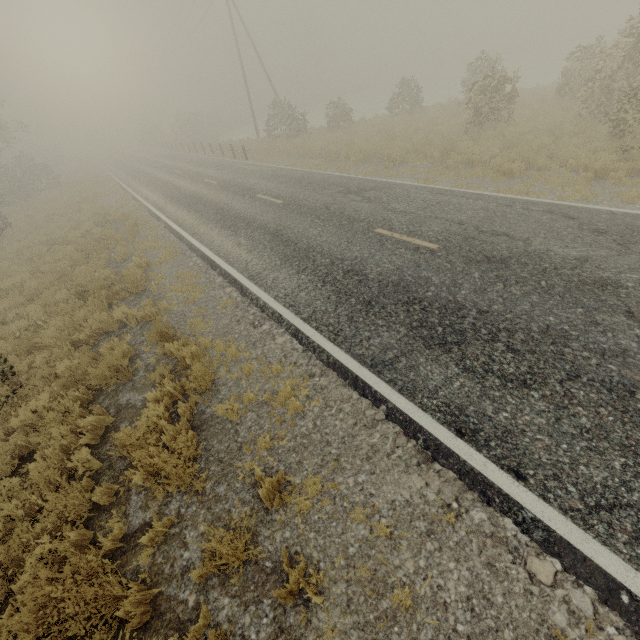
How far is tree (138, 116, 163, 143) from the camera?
55.3 meters

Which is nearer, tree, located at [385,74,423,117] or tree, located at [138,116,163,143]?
tree, located at [385,74,423,117]

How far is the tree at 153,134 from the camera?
55.3m

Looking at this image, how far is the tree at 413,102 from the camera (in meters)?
23.09

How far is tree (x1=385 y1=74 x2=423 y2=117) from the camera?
23.1m

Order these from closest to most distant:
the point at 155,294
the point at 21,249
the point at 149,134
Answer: the point at 155,294 < the point at 21,249 < the point at 149,134
